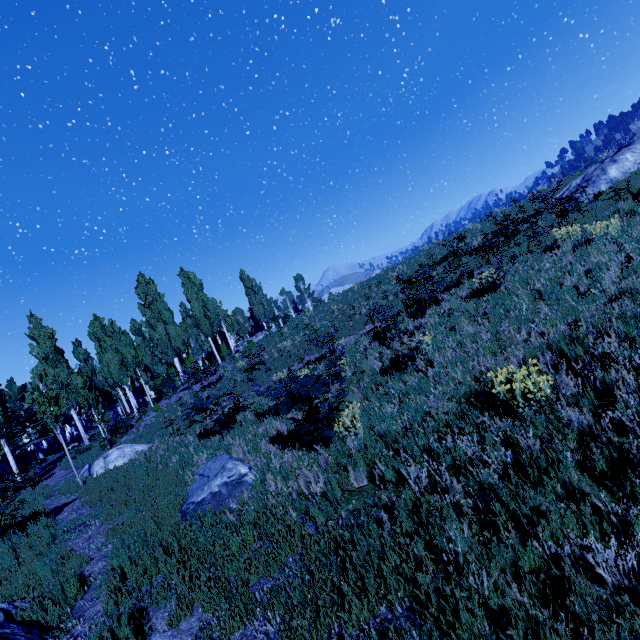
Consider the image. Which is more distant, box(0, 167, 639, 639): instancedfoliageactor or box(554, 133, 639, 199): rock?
box(554, 133, 639, 199): rock

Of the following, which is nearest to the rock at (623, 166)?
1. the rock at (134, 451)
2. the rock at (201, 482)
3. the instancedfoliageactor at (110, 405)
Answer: the instancedfoliageactor at (110, 405)

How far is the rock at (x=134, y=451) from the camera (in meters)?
14.41

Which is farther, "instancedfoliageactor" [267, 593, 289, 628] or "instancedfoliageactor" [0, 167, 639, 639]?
"instancedfoliageactor" [267, 593, 289, 628]

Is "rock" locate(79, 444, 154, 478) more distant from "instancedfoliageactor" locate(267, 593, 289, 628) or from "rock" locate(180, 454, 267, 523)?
"rock" locate(180, 454, 267, 523)

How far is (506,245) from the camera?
12.7 meters

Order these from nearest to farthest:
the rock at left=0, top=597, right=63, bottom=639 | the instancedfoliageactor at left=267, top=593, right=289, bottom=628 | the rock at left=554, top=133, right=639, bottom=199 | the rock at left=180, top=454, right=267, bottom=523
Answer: the instancedfoliageactor at left=267, top=593, right=289, bottom=628 → the rock at left=0, top=597, right=63, bottom=639 → the rock at left=180, top=454, right=267, bottom=523 → the rock at left=554, top=133, right=639, bottom=199

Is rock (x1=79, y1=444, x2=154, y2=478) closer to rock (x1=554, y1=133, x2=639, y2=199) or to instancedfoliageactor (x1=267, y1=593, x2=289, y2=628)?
instancedfoliageactor (x1=267, y1=593, x2=289, y2=628)
